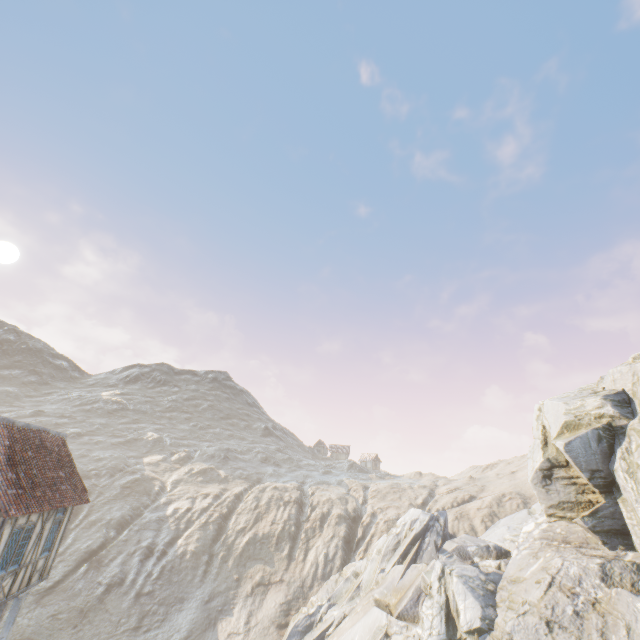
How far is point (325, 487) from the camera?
53.78m

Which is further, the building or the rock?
the rock

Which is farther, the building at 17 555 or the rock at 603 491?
the rock at 603 491
